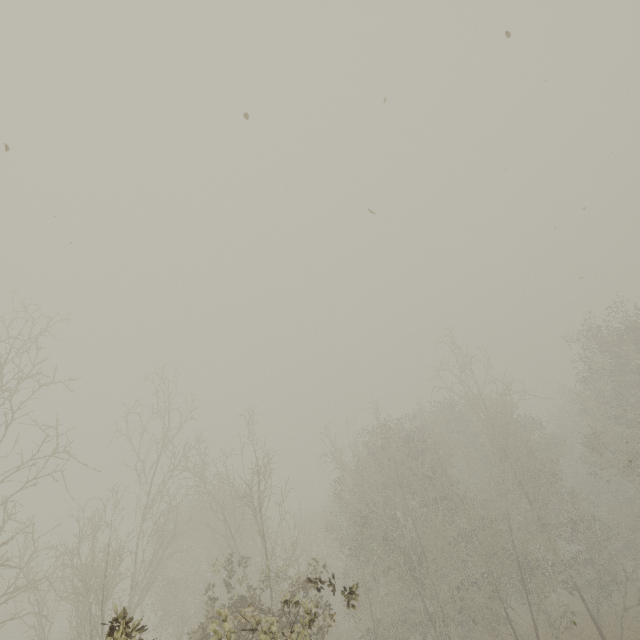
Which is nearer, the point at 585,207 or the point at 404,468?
the point at 585,207
